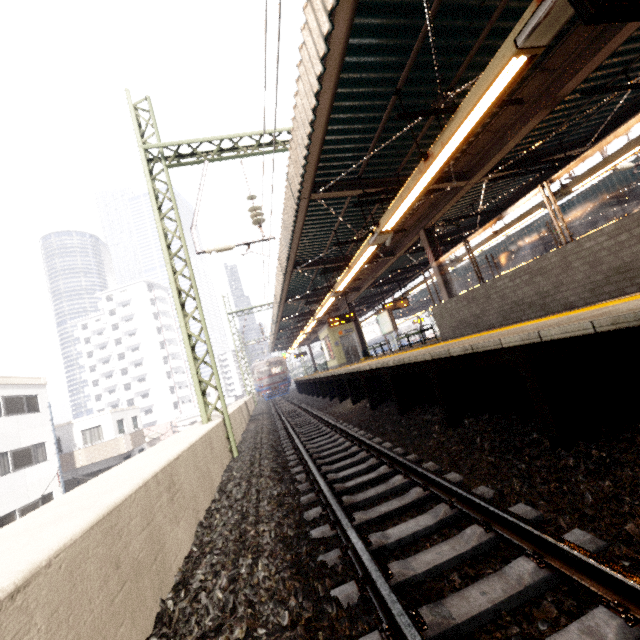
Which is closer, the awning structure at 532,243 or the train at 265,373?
the awning structure at 532,243

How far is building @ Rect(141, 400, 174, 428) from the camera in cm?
5869

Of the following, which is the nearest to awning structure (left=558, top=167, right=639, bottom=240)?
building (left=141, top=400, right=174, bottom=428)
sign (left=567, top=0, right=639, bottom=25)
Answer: sign (left=567, top=0, right=639, bottom=25)

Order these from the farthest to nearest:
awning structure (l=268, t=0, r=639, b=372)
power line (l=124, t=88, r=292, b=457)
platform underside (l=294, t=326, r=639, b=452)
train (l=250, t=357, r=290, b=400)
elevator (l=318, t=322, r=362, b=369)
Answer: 1. train (l=250, t=357, r=290, b=400)
2. elevator (l=318, t=322, r=362, b=369)
3. power line (l=124, t=88, r=292, b=457)
4. awning structure (l=268, t=0, r=639, b=372)
5. platform underside (l=294, t=326, r=639, b=452)

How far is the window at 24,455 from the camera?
17.20m

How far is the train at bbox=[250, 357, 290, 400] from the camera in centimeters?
3253cm

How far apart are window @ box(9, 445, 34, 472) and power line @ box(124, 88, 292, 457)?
17.09m

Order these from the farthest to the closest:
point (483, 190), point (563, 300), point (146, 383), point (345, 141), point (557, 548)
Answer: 1. point (146, 383)
2. point (483, 190)
3. point (345, 141)
4. point (563, 300)
5. point (557, 548)
